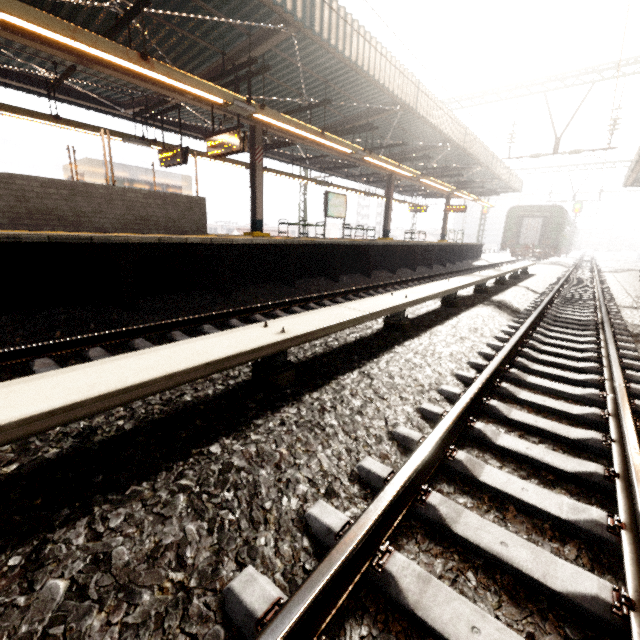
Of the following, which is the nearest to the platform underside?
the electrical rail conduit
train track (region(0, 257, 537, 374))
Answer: train track (region(0, 257, 537, 374))

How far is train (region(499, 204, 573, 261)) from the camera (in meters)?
25.38

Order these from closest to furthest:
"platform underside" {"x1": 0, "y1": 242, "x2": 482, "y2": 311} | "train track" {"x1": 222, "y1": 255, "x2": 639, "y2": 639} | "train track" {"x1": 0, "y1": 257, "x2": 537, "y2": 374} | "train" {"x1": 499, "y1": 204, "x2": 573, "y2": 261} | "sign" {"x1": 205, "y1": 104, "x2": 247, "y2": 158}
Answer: "train track" {"x1": 222, "y1": 255, "x2": 639, "y2": 639} < "train track" {"x1": 0, "y1": 257, "x2": 537, "y2": 374} < "platform underside" {"x1": 0, "y1": 242, "x2": 482, "y2": 311} < "sign" {"x1": 205, "y1": 104, "x2": 247, "y2": 158} < "train" {"x1": 499, "y1": 204, "x2": 573, "y2": 261}

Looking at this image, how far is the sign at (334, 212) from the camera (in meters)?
14.34

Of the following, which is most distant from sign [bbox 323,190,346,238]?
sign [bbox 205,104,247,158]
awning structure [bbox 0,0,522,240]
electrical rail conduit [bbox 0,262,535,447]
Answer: electrical rail conduit [bbox 0,262,535,447]

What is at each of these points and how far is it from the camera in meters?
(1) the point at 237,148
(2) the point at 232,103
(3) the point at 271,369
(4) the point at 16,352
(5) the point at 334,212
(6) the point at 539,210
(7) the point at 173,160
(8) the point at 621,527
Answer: (1) sign, 8.3 m
(2) awning structure, 7.0 m
(3) electrical rail conduit, 2.8 m
(4) train track, 3.5 m
(5) sign, 14.8 m
(6) train, 25.9 m
(7) sign, 10.3 m
(8) train track, 1.7 m

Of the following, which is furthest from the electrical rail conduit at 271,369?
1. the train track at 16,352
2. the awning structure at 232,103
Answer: the awning structure at 232,103

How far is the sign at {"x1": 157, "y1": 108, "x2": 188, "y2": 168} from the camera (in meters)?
9.89
